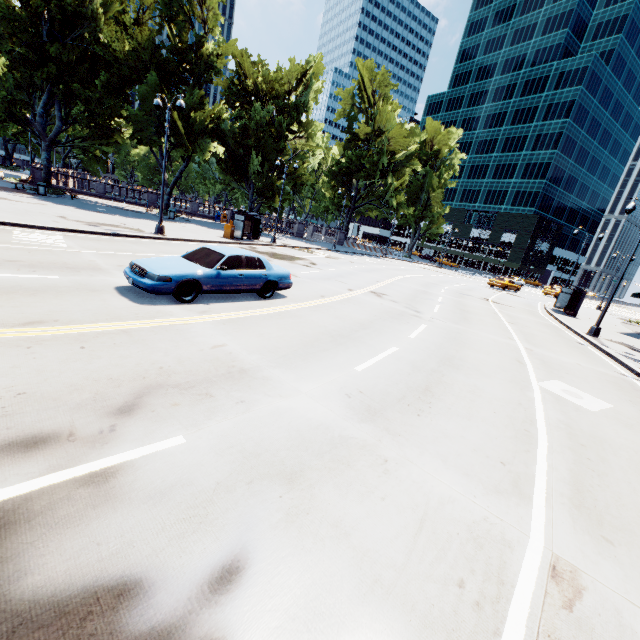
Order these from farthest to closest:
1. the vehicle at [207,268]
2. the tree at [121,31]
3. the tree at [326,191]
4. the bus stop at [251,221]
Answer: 1. the tree at [326,191]
2. the bus stop at [251,221]
3. the tree at [121,31]
4. the vehicle at [207,268]

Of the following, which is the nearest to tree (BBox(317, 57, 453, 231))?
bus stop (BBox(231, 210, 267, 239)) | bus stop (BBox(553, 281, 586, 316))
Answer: bus stop (BBox(231, 210, 267, 239))

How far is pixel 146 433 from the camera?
3.89m

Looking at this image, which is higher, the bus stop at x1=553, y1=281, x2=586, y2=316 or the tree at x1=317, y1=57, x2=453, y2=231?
the tree at x1=317, y1=57, x2=453, y2=231

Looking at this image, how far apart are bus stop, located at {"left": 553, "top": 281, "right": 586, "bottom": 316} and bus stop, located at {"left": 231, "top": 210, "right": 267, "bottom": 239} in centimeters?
2548cm

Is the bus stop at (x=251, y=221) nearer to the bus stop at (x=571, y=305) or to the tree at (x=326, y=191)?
the tree at (x=326, y=191)

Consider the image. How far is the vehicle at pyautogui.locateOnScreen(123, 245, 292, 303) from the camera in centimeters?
825cm

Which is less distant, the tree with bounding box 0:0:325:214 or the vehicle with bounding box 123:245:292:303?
the vehicle with bounding box 123:245:292:303
